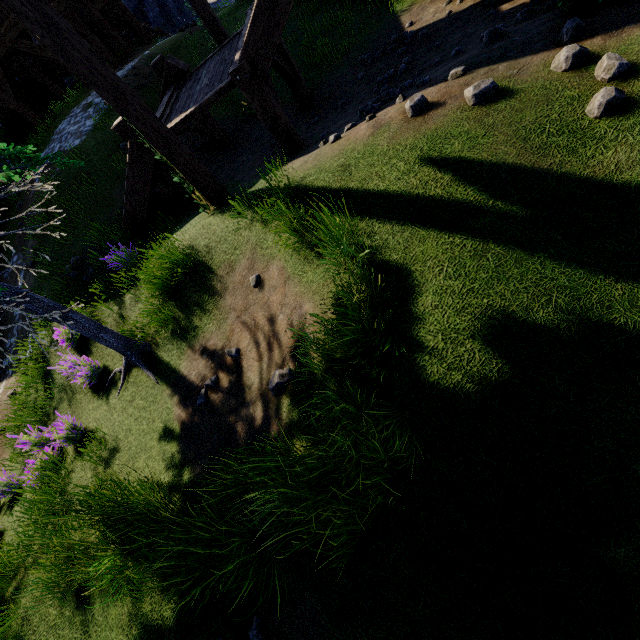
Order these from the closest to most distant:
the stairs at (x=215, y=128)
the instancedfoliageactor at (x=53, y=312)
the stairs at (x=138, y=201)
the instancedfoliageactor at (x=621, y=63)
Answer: the instancedfoliageactor at (x=53, y=312), the instancedfoliageactor at (x=621, y=63), the stairs at (x=138, y=201), the stairs at (x=215, y=128)

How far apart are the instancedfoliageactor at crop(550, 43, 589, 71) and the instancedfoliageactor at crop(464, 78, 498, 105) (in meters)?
0.61

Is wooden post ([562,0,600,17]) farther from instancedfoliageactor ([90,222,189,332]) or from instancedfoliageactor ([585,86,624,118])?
instancedfoliageactor ([90,222,189,332])

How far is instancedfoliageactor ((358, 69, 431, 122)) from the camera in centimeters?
494cm

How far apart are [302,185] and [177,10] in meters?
36.4 m

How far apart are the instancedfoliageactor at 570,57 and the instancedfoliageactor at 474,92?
0.61m

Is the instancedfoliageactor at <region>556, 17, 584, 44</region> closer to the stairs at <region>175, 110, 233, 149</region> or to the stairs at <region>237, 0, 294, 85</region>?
the stairs at <region>237, 0, 294, 85</region>

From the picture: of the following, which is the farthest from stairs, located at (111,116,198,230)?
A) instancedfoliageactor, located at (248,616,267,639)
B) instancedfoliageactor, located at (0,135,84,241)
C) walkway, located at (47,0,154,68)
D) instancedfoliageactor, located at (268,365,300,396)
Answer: walkway, located at (47,0,154,68)
